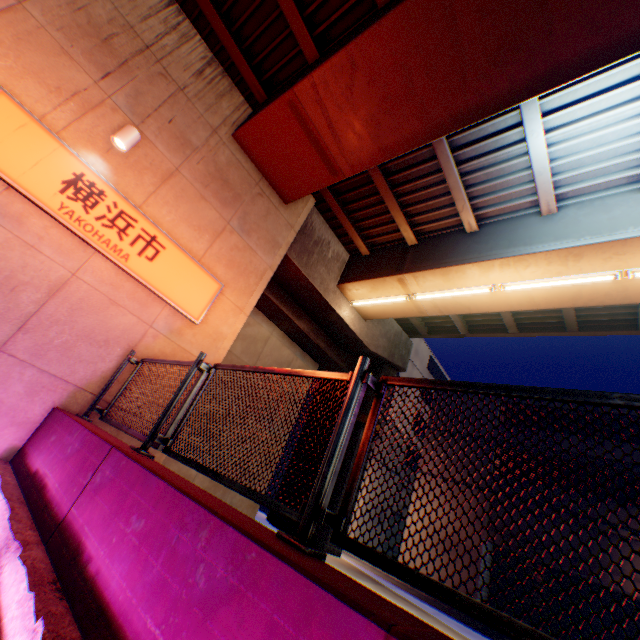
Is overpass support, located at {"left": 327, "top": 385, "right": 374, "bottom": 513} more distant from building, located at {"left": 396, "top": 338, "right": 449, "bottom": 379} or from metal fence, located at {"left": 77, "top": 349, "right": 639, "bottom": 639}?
building, located at {"left": 396, "top": 338, "right": 449, "bottom": 379}

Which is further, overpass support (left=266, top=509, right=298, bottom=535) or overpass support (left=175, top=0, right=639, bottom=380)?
overpass support (left=266, top=509, right=298, bottom=535)

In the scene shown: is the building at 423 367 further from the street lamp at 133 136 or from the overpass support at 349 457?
the street lamp at 133 136

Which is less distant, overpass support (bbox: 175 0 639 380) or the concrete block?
the concrete block

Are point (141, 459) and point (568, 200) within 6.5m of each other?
no

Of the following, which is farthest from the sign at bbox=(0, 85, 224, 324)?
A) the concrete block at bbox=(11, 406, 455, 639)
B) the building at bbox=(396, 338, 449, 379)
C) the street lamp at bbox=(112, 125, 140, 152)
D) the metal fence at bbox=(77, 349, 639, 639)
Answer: the building at bbox=(396, 338, 449, 379)

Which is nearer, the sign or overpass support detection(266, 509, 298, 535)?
the sign

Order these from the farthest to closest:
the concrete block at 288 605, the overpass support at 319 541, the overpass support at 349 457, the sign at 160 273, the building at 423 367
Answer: the building at 423 367
the overpass support at 349 457
the overpass support at 319 541
the sign at 160 273
the concrete block at 288 605
